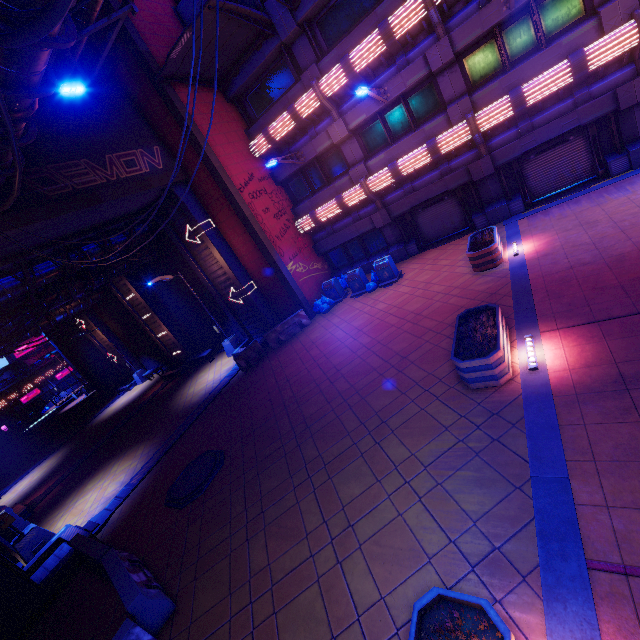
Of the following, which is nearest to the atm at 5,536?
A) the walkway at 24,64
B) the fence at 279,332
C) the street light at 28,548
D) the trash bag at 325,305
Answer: the street light at 28,548

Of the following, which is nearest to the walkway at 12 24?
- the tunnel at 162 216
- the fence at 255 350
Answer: the tunnel at 162 216

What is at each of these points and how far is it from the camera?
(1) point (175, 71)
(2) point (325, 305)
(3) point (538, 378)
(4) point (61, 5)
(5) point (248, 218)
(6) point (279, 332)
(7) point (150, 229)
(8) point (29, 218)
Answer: (1) awning, 13.7 meters
(2) trash bag, 17.0 meters
(3) beam, 6.5 meters
(4) cable, 4.7 meters
(5) column, 15.6 meters
(6) fence, 16.7 meters
(7) walkway, 17.9 meters
(8) beam, 10.4 meters

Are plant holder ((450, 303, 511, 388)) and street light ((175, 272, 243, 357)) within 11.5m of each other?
no

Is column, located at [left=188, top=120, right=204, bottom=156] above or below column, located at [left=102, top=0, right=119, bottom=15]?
below

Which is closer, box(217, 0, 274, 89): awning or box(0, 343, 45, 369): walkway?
box(217, 0, 274, 89): awning

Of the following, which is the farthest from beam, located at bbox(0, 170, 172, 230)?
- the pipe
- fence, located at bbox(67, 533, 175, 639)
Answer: fence, located at bbox(67, 533, 175, 639)

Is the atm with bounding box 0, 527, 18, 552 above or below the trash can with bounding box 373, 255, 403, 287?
above
